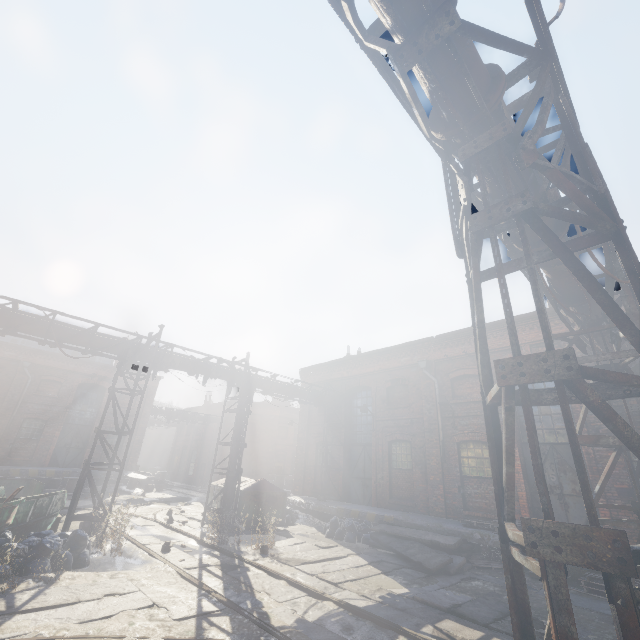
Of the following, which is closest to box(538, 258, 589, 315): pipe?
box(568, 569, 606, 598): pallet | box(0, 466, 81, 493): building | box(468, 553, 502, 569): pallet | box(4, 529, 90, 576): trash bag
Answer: box(4, 529, 90, 576): trash bag

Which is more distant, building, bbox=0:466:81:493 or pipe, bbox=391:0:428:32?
building, bbox=0:466:81:493

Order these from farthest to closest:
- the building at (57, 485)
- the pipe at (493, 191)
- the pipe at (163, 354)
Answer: the building at (57, 485) < the pipe at (163, 354) < the pipe at (493, 191)

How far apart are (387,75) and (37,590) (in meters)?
10.14

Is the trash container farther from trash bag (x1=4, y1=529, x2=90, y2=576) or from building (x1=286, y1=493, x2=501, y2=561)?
trash bag (x1=4, y1=529, x2=90, y2=576)

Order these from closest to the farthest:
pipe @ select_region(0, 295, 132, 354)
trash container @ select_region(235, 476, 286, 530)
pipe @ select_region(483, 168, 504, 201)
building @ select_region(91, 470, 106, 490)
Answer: pipe @ select_region(483, 168, 504, 201)
pipe @ select_region(0, 295, 132, 354)
trash container @ select_region(235, 476, 286, 530)
building @ select_region(91, 470, 106, 490)

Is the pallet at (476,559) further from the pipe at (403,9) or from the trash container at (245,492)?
the trash container at (245,492)

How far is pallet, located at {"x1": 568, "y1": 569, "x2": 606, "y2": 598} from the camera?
7.93m
